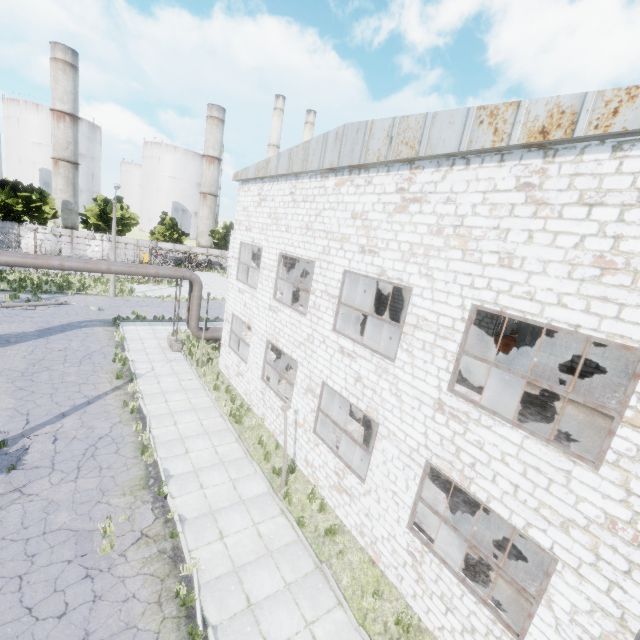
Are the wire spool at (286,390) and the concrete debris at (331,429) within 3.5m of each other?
yes

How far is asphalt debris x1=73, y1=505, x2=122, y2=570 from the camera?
7.88m

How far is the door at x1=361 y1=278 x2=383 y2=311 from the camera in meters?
21.5

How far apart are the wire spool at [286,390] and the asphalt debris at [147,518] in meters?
7.0 m

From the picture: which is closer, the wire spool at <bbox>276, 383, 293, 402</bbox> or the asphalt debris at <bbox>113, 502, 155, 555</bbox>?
the asphalt debris at <bbox>113, 502, 155, 555</bbox>

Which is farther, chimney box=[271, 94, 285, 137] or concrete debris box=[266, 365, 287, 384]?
chimney box=[271, 94, 285, 137]

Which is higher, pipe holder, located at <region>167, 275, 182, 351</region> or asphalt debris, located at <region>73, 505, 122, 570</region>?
pipe holder, located at <region>167, 275, 182, 351</region>

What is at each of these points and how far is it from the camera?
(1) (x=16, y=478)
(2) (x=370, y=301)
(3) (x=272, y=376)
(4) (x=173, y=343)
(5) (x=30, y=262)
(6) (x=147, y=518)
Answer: (1) asphalt debris, 9.8m
(2) door, 21.8m
(3) concrete debris, 18.8m
(4) pipe holder, 20.9m
(5) pipe, 15.8m
(6) asphalt debris, 9.3m
